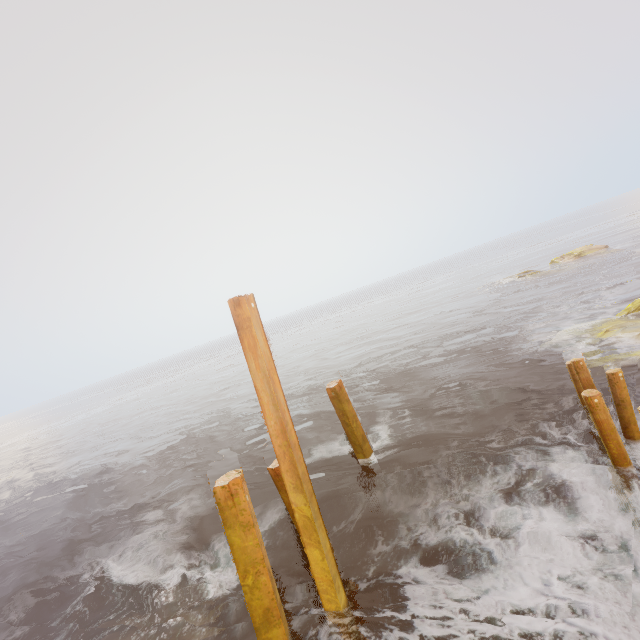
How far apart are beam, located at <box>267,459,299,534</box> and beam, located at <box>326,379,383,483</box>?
2.8 meters

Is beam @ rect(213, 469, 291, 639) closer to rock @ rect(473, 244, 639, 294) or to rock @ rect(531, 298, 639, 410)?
rock @ rect(531, 298, 639, 410)

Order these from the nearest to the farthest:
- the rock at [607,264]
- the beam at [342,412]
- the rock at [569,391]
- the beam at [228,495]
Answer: the beam at [228,495] < the beam at [342,412] < the rock at [569,391] < the rock at [607,264]

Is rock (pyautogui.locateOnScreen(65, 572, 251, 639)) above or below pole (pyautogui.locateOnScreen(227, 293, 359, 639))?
below

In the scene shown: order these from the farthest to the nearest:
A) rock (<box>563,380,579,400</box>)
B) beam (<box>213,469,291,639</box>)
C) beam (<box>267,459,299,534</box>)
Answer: rock (<box>563,380,579,400</box>) → beam (<box>267,459,299,534</box>) → beam (<box>213,469,291,639</box>)

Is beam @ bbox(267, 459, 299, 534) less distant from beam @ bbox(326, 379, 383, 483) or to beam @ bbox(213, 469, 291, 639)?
beam @ bbox(213, 469, 291, 639)

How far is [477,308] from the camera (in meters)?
29.48

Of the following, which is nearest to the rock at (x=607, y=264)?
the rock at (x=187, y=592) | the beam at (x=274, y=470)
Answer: the beam at (x=274, y=470)
